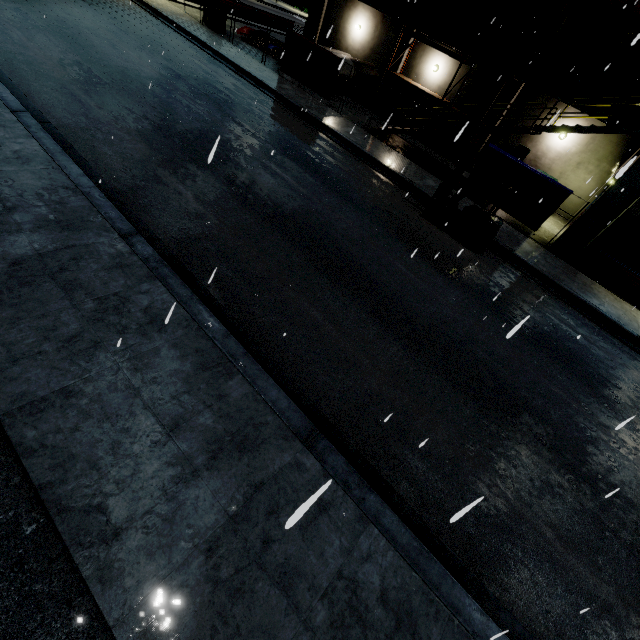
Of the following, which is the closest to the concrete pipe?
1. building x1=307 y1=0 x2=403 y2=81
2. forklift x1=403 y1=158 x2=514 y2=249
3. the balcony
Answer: building x1=307 y1=0 x2=403 y2=81

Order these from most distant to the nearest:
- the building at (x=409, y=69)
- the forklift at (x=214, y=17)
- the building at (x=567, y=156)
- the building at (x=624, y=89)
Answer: the forklift at (x=214, y=17)
the building at (x=409, y=69)
the building at (x=624, y=89)
the building at (x=567, y=156)

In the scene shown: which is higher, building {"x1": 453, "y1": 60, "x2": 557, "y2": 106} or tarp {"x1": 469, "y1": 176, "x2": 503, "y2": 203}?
building {"x1": 453, "y1": 60, "x2": 557, "y2": 106}

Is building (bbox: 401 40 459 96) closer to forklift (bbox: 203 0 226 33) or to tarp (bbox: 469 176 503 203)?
tarp (bbox: 469 176 503 203)

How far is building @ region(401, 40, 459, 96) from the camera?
20.6 meters

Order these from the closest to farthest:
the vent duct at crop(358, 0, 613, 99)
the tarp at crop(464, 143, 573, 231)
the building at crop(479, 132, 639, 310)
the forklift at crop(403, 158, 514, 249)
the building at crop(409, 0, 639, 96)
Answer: the forklift at crop(403, 158, 514, 249)
the building at crop(479, 132, 639, 310)
the tarp at crop(464, 143, 573, 231)
the building at crop(409, 0, 639, 96)
the vent duct at crop(358, 0, 613, 99)

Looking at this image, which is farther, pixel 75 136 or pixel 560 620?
pixel 75 136

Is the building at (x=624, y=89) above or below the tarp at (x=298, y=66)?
above
